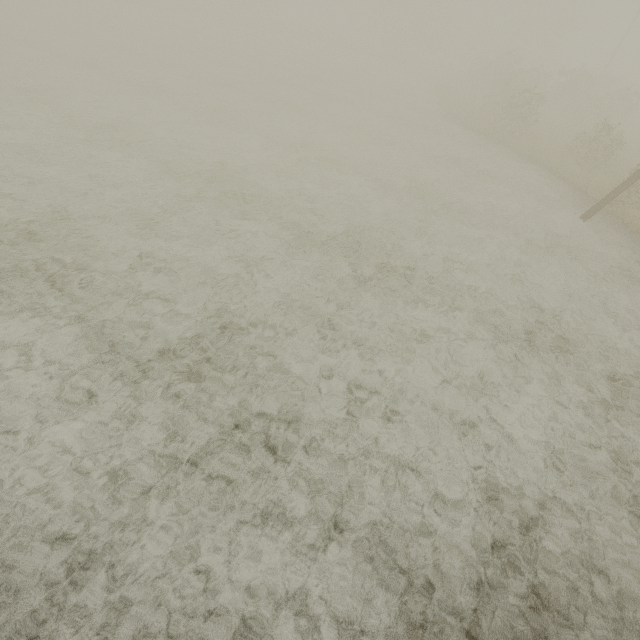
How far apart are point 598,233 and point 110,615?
15.8 meters
